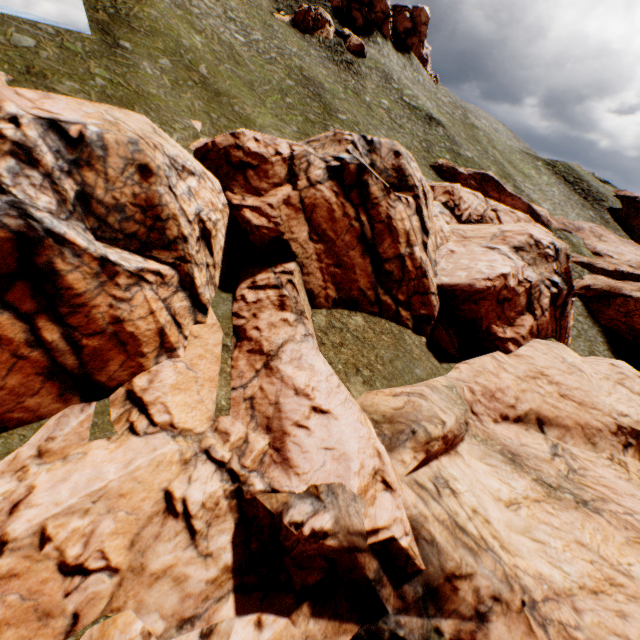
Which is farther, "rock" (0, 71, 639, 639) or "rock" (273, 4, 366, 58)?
"rock" (273, 4, 366, 58)

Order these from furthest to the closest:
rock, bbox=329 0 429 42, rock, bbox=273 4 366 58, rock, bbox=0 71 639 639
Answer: rock, bbox=329 0 429 42 < rock, bbox=273 4 366 58 < rock, bbox=0 71 639 639

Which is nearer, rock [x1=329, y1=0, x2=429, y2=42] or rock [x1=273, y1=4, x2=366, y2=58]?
rock [x1=273, y1=4, x2=366, y2=58]

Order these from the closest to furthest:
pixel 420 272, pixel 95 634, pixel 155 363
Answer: pixel 95 634 < pixel 155 363 < pixel 420 272

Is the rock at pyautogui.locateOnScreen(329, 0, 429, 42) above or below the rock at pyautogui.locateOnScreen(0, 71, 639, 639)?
above

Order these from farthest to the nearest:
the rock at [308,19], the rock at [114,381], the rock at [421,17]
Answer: the rock at [421,17], the rock at [308,19], the rock at [114,381]

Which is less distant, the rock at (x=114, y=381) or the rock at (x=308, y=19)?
the rock at (x=114, y=381)
